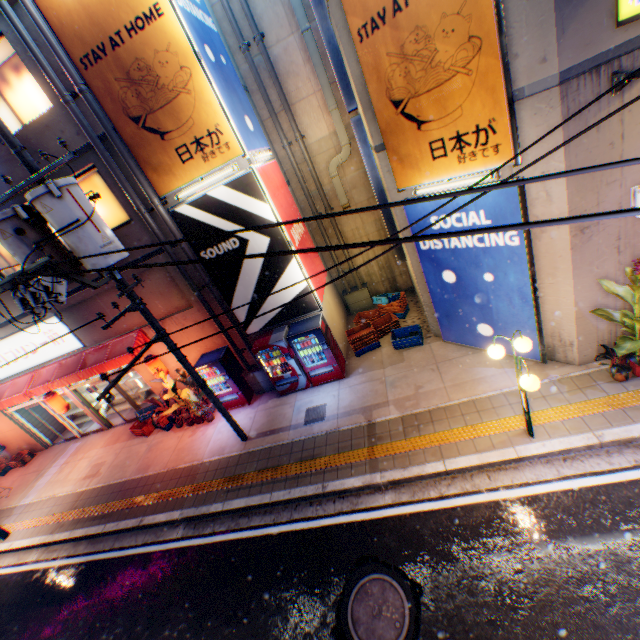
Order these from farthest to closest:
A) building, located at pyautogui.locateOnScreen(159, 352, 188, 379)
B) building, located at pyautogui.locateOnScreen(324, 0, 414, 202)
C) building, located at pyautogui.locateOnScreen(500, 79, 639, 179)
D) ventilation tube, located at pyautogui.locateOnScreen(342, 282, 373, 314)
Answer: ventilation tube, located at pyautogui.locateOnScreen(342, 282, 373, 314) < building, located at pyautogui.locateOnScreen(159, 352, 188, 379) < building, located at pyautogui.locateOnScreen(324, 0, 414, 202) < building, located at pyautogui.locateOnScreen(500, 79, 639, 179)

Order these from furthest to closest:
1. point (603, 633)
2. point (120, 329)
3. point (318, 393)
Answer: point (120, 329) → point (318, 393) → point (603, 633)

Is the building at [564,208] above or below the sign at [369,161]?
below

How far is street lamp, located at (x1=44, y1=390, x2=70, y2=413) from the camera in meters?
12.2

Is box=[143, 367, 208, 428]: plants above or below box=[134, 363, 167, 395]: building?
below

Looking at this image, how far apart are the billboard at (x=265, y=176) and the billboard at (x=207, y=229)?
0.2 meters

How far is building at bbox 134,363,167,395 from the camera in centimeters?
1198cm

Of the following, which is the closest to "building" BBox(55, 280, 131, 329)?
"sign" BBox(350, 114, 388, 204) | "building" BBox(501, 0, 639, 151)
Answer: "sign" BBox(350, 114, 388, 204)
